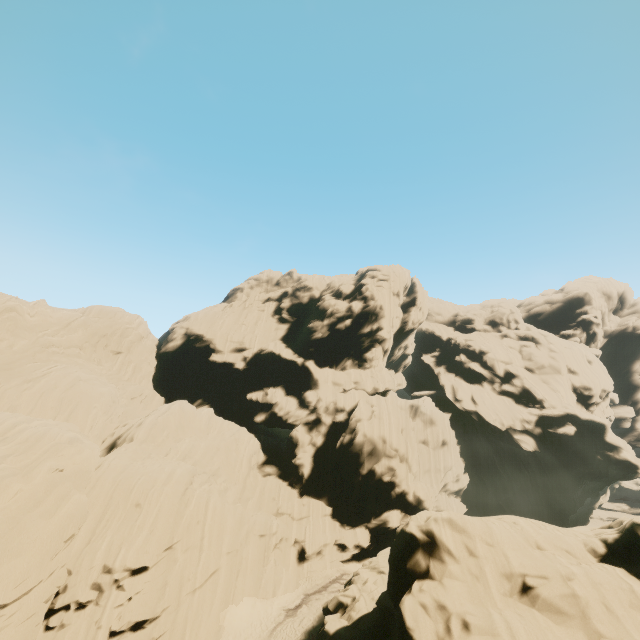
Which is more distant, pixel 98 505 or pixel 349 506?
pixel 349 506
